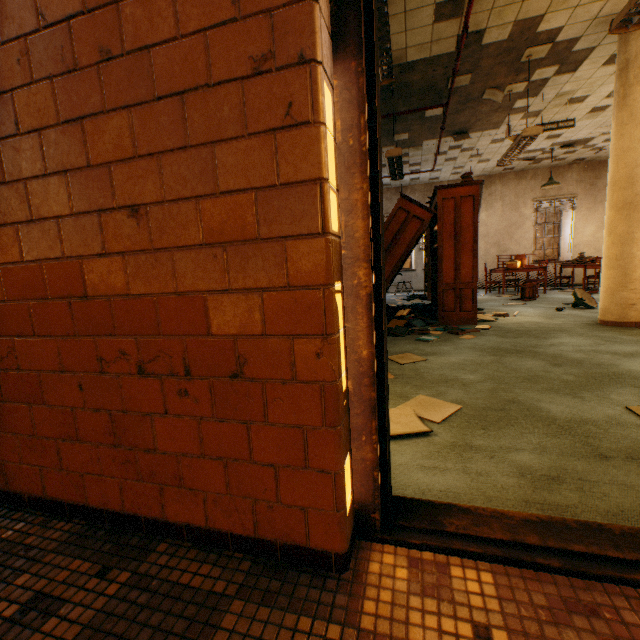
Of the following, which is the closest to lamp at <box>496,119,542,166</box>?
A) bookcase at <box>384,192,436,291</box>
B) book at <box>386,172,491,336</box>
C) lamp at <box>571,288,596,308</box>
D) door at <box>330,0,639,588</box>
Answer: book at <box>386,172,491,336</box>

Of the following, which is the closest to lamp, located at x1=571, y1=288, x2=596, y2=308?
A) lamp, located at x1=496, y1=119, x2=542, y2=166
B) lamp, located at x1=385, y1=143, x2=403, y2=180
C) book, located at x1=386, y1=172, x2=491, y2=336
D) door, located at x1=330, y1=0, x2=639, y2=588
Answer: book, located at x1=386, y1=172, x2=491, y2=336

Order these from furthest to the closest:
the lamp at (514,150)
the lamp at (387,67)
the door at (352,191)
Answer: the lamp at (514,150), the lamp at (387,67), the door at (352,191)

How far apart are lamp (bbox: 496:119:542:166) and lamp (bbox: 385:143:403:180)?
1.7 meters

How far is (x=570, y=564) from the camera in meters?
1.0

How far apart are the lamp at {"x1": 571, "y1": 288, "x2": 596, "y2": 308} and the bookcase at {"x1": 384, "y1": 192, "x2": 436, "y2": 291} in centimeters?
289cm

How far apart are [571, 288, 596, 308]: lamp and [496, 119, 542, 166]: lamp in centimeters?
272cm

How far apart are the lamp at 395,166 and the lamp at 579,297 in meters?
4.0
